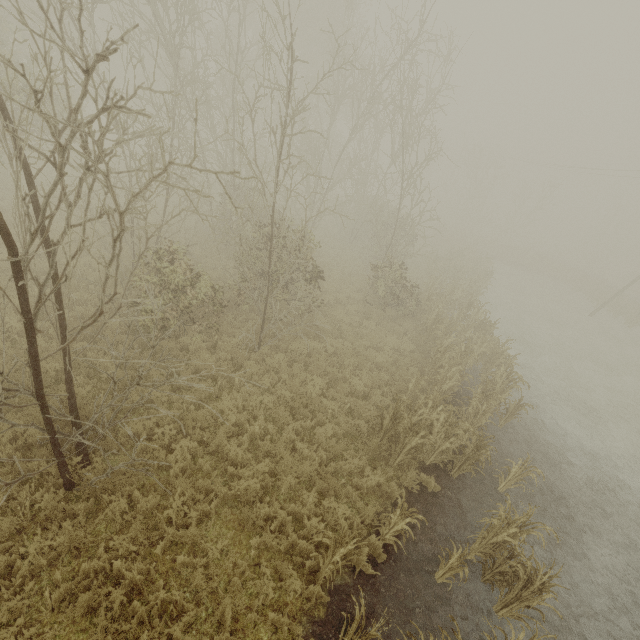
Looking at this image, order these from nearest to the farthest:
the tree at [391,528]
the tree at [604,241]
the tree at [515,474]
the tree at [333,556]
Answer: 1. the tree at [333,556]
2. the tree at [391,528]
3. the tree at [515,474]
4. the tree at [604,241]

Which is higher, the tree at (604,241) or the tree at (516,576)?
the tree at (604,241)

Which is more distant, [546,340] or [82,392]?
[546,340]

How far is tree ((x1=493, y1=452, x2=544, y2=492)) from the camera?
8.02m

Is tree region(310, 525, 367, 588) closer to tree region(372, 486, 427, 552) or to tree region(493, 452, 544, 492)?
tree region(372, 486, 427, 552)

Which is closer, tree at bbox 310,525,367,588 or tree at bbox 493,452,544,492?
tree at bbox 310,525,367,588

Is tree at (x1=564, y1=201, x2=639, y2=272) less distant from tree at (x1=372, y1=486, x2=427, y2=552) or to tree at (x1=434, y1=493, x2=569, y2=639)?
tree at (x1=434, y1=493, x2=569, y2=639)
